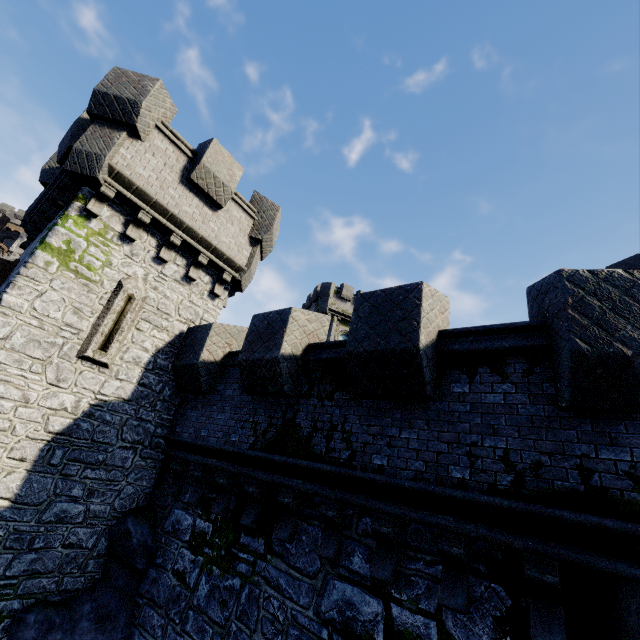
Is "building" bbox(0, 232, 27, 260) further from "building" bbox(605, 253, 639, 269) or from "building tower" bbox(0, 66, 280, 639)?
"building" bbox(605, 253, 639, 269)

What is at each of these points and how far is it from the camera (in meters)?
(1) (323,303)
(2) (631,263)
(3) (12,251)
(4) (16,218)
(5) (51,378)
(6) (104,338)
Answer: (1) building, 35.41
(2) building, 11.39
(3) building, 52.97
(4) building, 54.72
(5) building tower, 7.22
(6) window slit, 8.06

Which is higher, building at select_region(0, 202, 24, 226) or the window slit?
building at select_region(0, 202, 24, 226)

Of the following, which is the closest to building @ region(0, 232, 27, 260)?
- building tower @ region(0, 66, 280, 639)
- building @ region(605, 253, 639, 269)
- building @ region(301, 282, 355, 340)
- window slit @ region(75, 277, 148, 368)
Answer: building @ region(301, 282, 355, 340)

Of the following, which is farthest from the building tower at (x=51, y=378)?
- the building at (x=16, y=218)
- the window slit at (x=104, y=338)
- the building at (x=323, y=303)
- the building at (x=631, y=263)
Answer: the building at (x=16, y=218)

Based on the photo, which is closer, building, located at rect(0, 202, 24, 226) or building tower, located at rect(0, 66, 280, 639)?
building tower, located at rect(0, 66, 280, 639)

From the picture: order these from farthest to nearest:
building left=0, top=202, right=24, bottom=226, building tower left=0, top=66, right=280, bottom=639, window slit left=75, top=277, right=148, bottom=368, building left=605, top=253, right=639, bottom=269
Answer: building left=0, top=202, right=24, bottom=226, building left=605, top=253, right=639, bottom=269, window slit left=75, top=277, right=148, bottom=368, building tower left=0, top=66, right=280, bottom=639

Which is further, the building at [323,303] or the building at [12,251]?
the building at [12,251]
